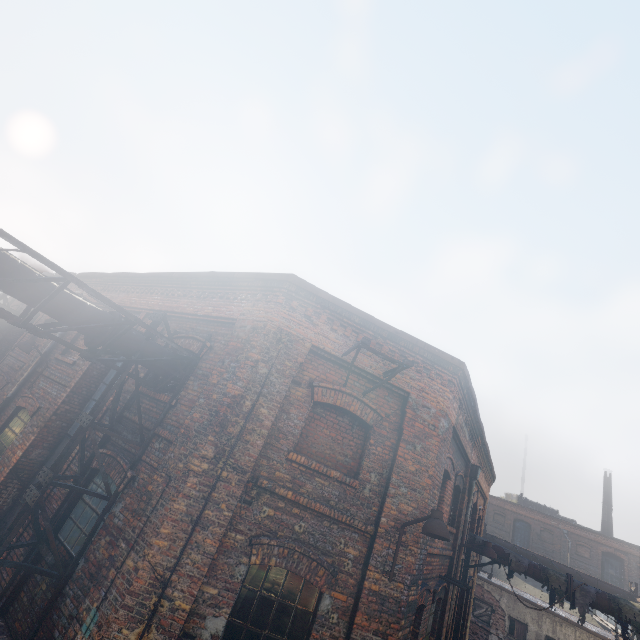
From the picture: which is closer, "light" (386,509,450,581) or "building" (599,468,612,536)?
"light" (386,509,450,581)

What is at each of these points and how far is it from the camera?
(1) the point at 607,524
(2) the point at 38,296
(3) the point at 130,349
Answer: (1) building, 41.12m
(2) pipe, 4.91m
(3) pipe, 6.09m

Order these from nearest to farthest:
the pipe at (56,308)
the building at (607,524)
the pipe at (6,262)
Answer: the pipe at (6,262), the pipe at (56,308), the building at (607,524)

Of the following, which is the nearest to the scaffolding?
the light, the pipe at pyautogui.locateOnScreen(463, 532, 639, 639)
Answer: the light

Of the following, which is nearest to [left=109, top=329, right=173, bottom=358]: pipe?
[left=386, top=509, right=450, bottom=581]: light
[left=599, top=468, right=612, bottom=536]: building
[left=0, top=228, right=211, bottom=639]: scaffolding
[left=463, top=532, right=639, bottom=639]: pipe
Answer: [left=0, top=228, right=211, bottom=639]: scaffolding

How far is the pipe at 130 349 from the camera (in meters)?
5.96

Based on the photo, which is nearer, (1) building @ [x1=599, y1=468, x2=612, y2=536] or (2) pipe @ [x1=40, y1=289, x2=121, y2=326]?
(2) pipe @ [x1=40, y1=289, x2=121, y2=326]

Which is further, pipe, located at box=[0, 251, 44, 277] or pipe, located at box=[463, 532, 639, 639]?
pipe, located at box=[463, 532, 639, 639]
